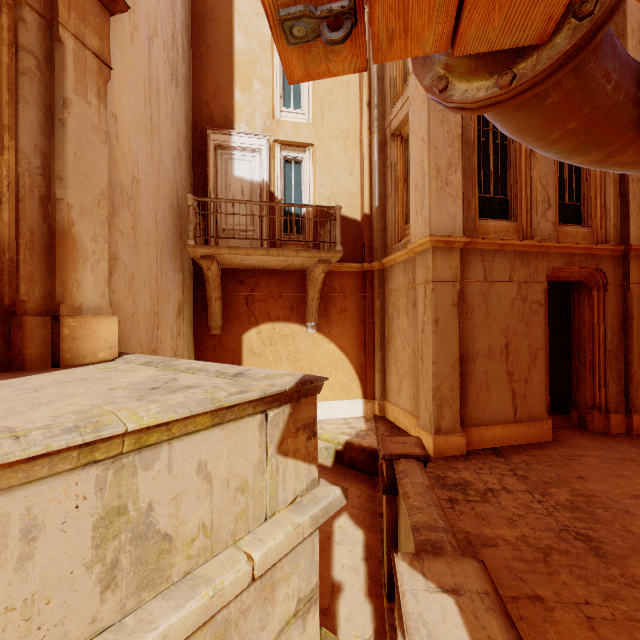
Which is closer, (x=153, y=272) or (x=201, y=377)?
(x=201, y=377)

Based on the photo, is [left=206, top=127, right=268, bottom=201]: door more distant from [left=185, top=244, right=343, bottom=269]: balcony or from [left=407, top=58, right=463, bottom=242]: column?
[left=407, top=58, right=463, bottom=242]: column

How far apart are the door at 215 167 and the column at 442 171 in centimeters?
388cm

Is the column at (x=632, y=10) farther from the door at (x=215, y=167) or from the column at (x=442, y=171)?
the door at (x=215, y=167)

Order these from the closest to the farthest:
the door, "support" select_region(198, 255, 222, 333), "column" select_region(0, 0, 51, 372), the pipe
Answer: the pipe < "column" select_region(0, 0, 51, 372) < "support" select_region(198, 255, 222, 333) < the door

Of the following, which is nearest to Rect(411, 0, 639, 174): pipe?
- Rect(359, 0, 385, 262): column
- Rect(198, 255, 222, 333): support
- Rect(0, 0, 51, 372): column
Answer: Rect(0, 0, 51, 372): column

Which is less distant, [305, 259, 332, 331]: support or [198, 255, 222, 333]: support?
[198, 255, 222, 333]: support

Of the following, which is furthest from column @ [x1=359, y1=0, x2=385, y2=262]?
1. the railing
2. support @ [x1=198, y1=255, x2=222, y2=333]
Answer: support @ [x1=198, y1=255, x2=222, y2=333]
